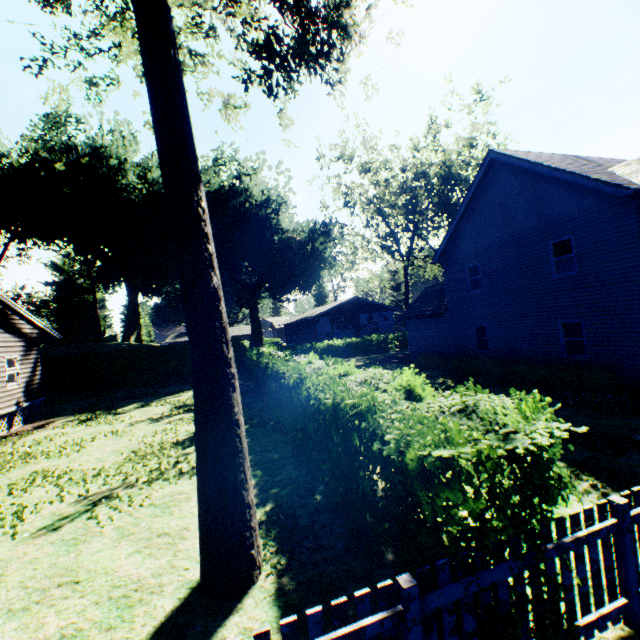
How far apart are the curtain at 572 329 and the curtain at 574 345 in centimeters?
7cm

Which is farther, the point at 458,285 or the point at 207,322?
the point at 458,285

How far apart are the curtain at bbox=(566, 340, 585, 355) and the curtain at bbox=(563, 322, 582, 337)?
0.1m

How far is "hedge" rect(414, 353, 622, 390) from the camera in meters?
11.7 m

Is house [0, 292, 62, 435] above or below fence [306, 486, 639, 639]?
above

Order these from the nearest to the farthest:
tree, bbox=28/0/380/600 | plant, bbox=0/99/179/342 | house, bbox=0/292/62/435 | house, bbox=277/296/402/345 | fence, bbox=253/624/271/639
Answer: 1. fence, bbox=253/624/271/639
2. tree, bbox=28/0/380/600
3. house, bbox=0/292/62/435
4. plant, bbox=0/99/179/342
5. house, bbox=277/296/402/345

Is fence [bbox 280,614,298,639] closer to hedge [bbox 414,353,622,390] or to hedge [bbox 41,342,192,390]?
hedge [bbox 414,353,622,390]

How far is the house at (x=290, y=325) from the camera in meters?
38.2
